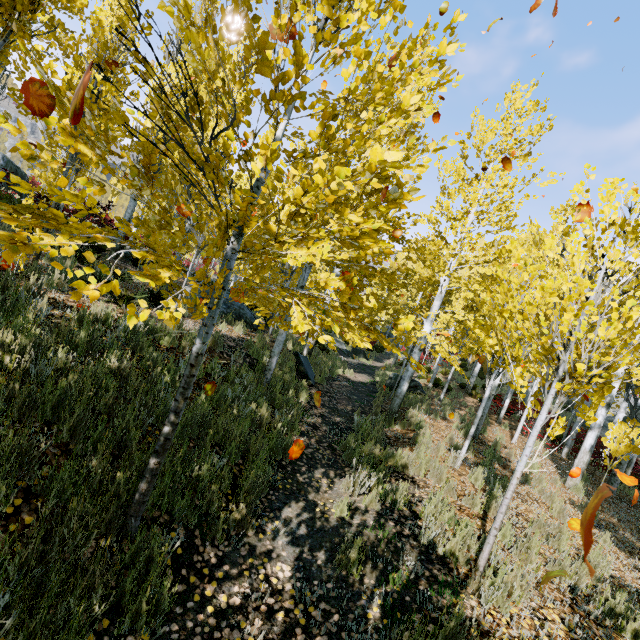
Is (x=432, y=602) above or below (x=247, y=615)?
above

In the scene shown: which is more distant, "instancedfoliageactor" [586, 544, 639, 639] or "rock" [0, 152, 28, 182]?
"rock" [0, 152, 28, 182]

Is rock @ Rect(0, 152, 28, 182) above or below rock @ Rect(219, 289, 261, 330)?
above

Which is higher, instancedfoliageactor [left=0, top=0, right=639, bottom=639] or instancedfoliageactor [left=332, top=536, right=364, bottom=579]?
instancedfoliageactor [left=0, top=0, right=639, bottom=639]

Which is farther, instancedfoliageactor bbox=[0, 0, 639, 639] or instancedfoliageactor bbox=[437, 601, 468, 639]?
instancedfoliageactor bbox=[437, 601, 468, 639]

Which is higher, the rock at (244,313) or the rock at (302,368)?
the rock at (244,313)

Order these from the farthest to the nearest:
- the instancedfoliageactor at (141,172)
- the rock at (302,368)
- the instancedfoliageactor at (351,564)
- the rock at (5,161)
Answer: the rock at (5,161) < the rock at (302,368) < the instancedfoliageactor at (351,564) < the instancedfoliageactor at (141,172)
